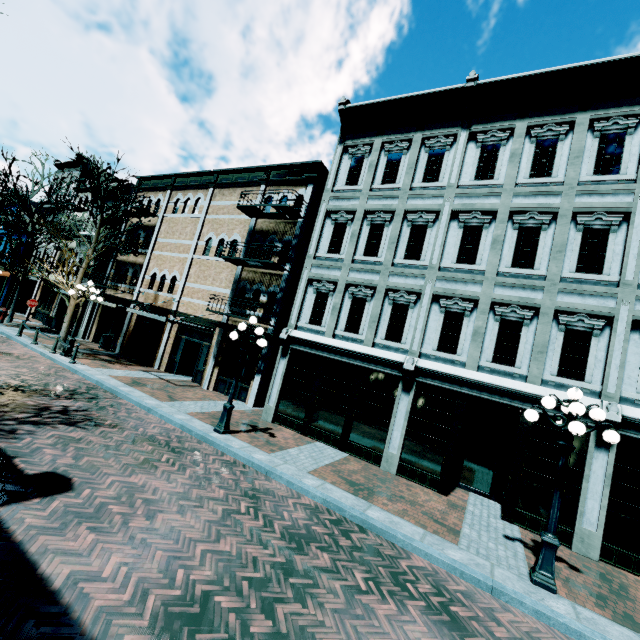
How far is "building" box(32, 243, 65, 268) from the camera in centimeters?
2648cm

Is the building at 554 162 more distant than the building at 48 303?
No

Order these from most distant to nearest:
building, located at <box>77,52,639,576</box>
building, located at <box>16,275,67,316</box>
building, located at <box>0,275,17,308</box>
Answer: building, located at <box>0,275,17,308</box> → building, located at <box>16,275,67,316</box> → building, located at <box>77,52,639,576</box>

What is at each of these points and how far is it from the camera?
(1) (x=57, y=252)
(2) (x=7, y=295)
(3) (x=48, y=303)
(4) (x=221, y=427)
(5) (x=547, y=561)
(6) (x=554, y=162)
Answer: (1) building, 27.0 meters
(2) building, 29.0 meters
(3) building, 25.5 meters
(4) light, 9.7 meters
(5) light, 5.9 meters
(6) building, 10.0 meters

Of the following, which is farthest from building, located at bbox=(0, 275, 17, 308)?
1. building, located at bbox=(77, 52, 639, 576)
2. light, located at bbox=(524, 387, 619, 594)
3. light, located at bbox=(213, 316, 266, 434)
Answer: light, located at bbox=(524, 387, 619, 594)

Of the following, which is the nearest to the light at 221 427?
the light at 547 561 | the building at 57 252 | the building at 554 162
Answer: the building at 554 162

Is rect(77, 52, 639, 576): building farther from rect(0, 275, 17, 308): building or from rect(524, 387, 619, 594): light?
rect(524, 387, 619, 594): light

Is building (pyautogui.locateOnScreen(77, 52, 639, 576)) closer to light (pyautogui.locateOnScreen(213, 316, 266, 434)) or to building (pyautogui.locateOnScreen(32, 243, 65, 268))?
building (pyautogui.locateOnScreen(32, 243, 65, 268))
